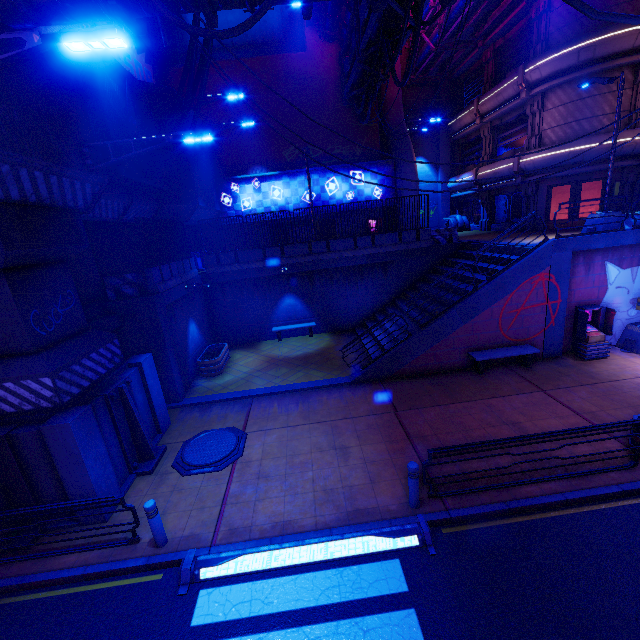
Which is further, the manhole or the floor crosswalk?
the manhole

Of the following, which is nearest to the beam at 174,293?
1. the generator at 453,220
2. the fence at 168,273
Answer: the fence at 168,273

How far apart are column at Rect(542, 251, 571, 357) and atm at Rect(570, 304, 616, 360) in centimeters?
32cm

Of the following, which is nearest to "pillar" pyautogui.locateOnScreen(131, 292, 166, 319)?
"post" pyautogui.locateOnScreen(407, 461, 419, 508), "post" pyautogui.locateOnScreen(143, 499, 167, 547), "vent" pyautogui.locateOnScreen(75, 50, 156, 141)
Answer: "vent" pyautogui.locateOnScreen(75, 50, 156, 141)

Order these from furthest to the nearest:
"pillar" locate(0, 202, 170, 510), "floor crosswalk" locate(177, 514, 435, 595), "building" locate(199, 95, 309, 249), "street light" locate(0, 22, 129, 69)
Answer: "building" locate(199, 95, 309, 249), "pillar" locate(0, 202, 170, 510), "floor crosswalk" locate(177, 514, 435, 595), "street light" locate(0, 22, 129, 69)

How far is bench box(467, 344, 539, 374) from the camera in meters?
11.9

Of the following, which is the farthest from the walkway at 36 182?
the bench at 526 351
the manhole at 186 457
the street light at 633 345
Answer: the bench at 526 351

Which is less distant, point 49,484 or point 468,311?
point 49,484
